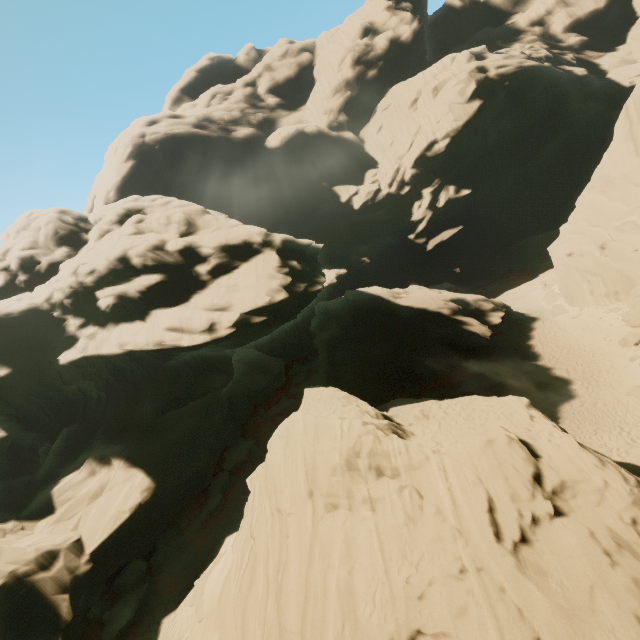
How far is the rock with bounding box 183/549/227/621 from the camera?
15.6 meters

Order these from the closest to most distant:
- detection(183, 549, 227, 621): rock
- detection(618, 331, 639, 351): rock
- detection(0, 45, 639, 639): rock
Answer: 1. detection(0, 45, 639, 639): rock
2. detection(183, 549, 227, 621): rock
3. detection(618, 331, 639, 351): rock

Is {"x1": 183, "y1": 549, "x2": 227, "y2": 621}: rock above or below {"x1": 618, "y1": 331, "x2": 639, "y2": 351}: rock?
below

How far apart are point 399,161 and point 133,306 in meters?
53.4

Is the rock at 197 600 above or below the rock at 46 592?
below
